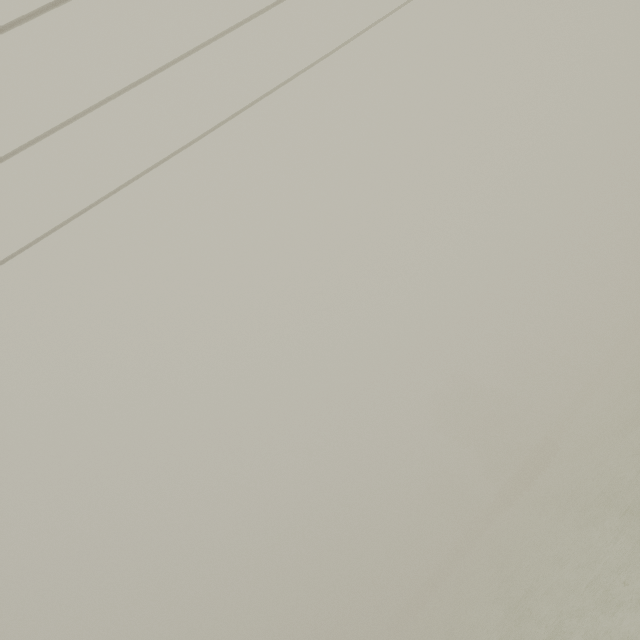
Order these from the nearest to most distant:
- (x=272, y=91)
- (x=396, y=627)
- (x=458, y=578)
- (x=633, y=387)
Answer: (x=272, y=91) → (x=633, y=387) → (x=458, y=578) → (x=396, y=627)
